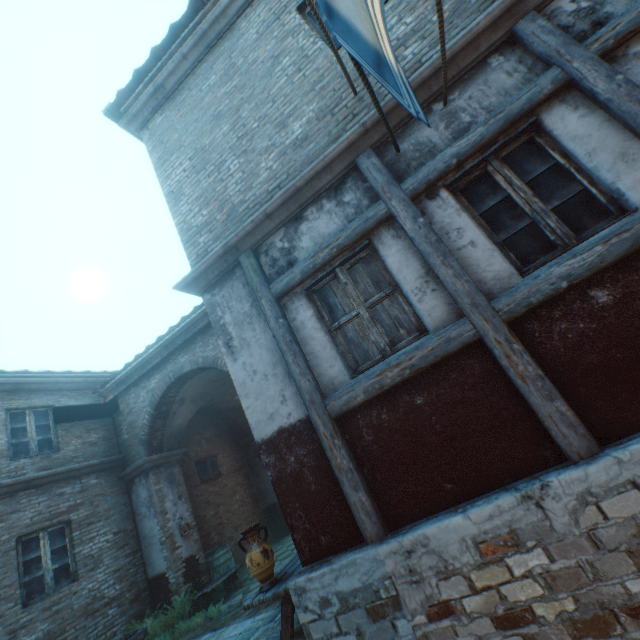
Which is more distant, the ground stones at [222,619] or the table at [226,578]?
the table at [226,578]

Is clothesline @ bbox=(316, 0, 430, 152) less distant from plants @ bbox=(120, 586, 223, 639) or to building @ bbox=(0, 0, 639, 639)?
building @ bbox=(0, 0, 639, 639)

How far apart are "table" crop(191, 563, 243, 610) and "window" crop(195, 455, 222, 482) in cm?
315

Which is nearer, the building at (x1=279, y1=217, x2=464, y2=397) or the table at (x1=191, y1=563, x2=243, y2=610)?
the building at (x1=279, y1=217, x2=464, y2=397)

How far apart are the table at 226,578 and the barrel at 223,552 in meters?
0.1

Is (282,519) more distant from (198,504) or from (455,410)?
(455,410)

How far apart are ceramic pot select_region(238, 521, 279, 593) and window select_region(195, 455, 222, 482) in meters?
7.5 m
